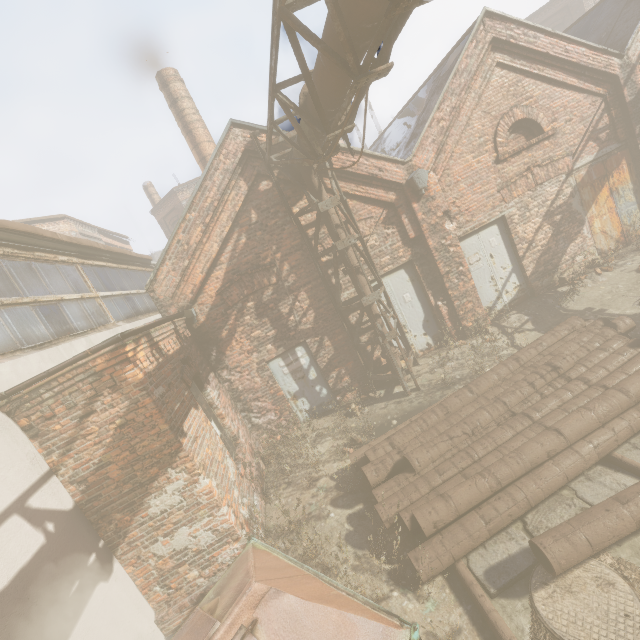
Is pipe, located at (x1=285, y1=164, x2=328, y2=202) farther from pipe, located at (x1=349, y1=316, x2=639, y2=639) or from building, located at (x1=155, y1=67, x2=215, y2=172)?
building, located at (x1=155, y1=67, x2=215, y2=172)

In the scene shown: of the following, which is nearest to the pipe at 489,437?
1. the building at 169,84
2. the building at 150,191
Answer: the building at 169,84

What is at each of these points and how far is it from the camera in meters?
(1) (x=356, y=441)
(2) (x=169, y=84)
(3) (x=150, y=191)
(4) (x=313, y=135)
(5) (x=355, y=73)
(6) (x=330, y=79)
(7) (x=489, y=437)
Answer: (1) instancedfoliageactor, 6.7 m
(2) building, 12.6 m
(3) building, 29.2 m
(4) pipe, 5.2 m
(5) scaffolding, 3.3 m
(6) pipe, 4.0 m
(7) pipe, 4.7 m

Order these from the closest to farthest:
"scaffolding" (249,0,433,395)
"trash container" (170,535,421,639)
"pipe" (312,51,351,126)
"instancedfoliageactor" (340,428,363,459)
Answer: "trash container" (170,535,421,639), "scaffolding" (249,0,433,395), "pipe" (312,51,351,126), "instancedfoliageactor" (340,428,363,459)

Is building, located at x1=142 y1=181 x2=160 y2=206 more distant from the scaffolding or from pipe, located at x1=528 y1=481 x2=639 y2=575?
pipe, located at x1=528 y1=481 x2=639 y2=575

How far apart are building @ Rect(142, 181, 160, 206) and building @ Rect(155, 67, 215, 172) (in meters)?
18.76

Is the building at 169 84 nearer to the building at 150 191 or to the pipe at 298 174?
the pipe at 298 174

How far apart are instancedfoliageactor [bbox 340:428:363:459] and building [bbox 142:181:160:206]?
30.3m
